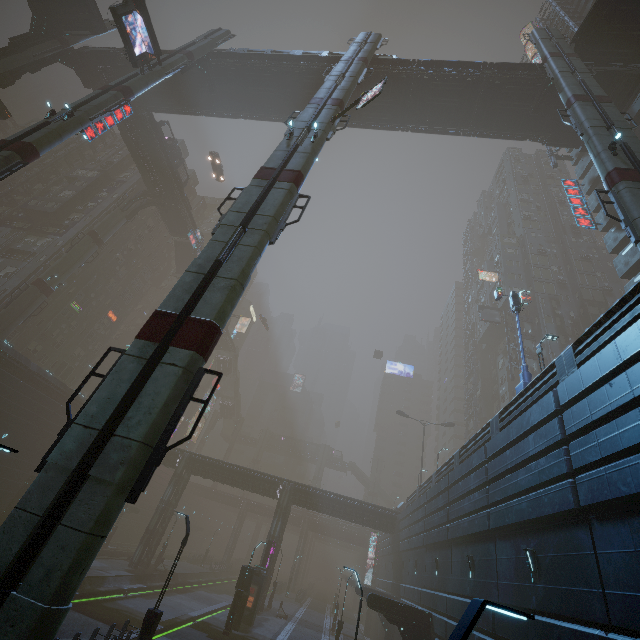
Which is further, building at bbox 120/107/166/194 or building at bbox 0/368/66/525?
building at bbox 120/107/166/194

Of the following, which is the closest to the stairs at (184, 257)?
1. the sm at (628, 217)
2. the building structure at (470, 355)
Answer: the sm at (628, 217)

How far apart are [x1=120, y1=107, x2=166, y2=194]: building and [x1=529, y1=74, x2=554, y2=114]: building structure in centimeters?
4231cm

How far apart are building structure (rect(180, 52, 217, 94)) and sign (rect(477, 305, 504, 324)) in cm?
4351

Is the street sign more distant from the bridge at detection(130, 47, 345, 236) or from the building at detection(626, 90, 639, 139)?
the bridge at detection(130, 47, 345, 236)

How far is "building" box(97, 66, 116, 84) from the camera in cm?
3444

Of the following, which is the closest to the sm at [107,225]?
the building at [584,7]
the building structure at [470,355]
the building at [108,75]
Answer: the building at [584,7]

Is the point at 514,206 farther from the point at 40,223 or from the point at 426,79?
the point at 40,223
